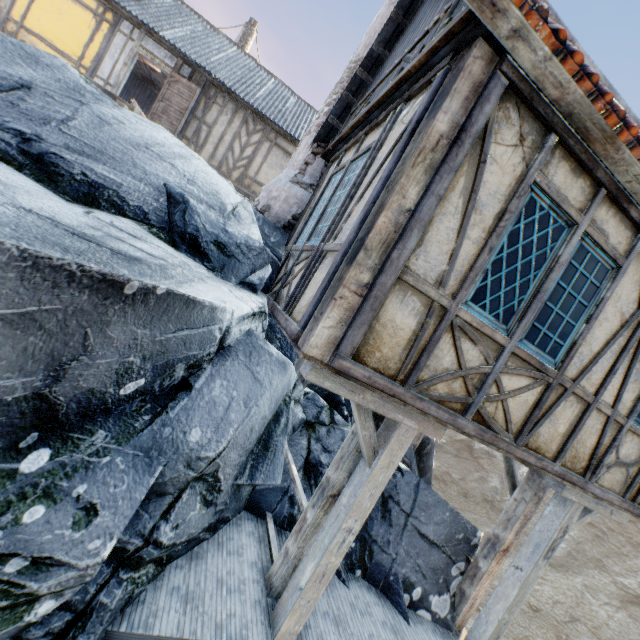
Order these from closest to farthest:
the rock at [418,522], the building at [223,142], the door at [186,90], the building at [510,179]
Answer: the building at [510,179] → the rock at [418,522] → the building at [223,142] → the door at [186,90]

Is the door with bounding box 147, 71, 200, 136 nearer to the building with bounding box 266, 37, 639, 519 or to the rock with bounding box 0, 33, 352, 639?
the rock with bounding box 0, 33, 352, 639

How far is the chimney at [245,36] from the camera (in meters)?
17.42

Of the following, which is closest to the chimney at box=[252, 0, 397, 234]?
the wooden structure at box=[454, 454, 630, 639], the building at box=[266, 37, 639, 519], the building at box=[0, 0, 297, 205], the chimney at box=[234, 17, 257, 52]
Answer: the building at box=[266, 37, 639, 519]

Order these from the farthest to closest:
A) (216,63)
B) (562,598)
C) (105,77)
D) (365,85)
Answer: (562,598), (216,63), (105,77), (365,85)

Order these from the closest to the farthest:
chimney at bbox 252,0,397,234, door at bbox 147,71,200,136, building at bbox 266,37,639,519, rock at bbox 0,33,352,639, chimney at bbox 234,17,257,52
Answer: rock at bbox 0,33,352,639, building at bbox 266,37,639,519, chimney at bbox 252,0,397,234, door at bbox 147,71,200,136, chimney at bbox 234,17,257,52

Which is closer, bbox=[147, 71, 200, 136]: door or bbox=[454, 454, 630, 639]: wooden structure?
bbox=[454, 454, 630, 639]: wooden structure

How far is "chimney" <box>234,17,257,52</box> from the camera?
17.42m
